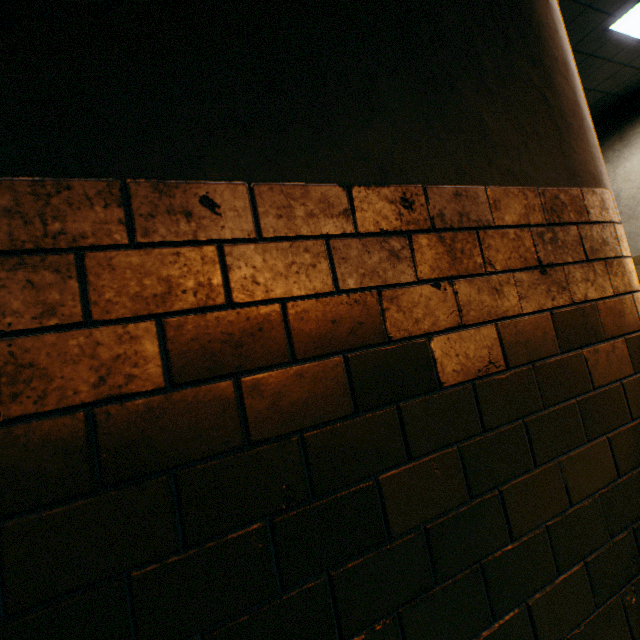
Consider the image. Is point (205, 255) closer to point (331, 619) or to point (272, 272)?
point (272, 272)
